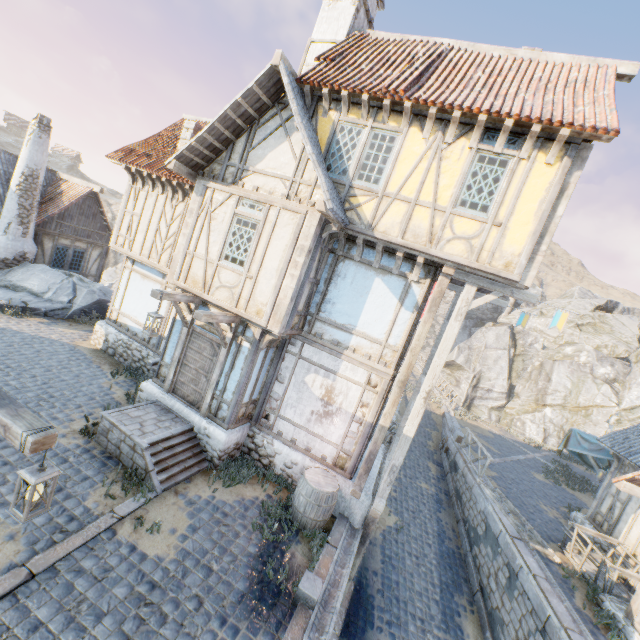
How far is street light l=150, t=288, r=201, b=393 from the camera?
7.8m

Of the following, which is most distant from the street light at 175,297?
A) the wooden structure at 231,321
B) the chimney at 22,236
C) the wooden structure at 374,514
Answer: the chimney at 22,236

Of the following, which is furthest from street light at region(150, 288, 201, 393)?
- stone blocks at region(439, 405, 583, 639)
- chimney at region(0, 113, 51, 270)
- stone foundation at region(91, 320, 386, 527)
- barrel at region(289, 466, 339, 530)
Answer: chimney at region(0, 113, 51, 270)

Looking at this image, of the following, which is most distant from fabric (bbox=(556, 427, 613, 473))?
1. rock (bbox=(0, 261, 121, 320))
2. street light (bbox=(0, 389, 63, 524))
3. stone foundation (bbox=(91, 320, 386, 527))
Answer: street light (bbox=(0, 389, 63, 524))

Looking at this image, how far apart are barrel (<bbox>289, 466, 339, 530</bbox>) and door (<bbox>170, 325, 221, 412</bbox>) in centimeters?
325cm

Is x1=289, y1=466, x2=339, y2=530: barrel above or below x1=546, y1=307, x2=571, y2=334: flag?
below

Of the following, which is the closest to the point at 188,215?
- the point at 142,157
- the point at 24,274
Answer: the point at 142,157

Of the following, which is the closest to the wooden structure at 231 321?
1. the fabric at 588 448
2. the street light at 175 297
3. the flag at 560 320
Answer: the street light at 175 297
